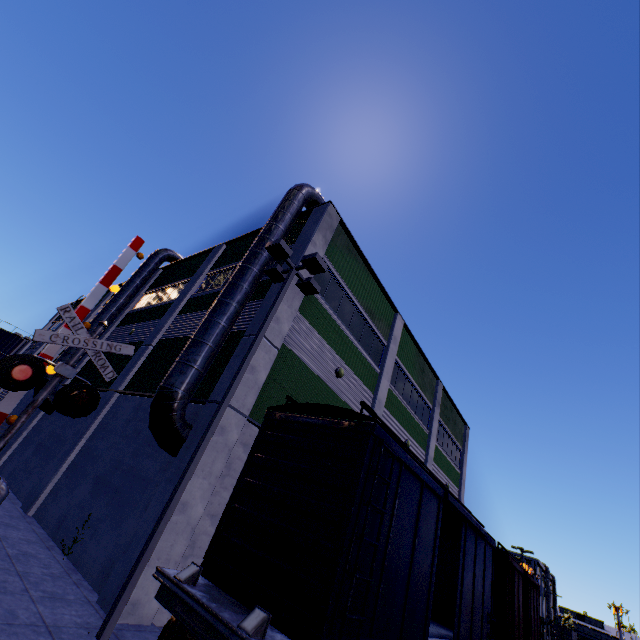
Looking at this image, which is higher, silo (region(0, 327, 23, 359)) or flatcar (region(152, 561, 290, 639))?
silo (region(0, 327, 23, 359))

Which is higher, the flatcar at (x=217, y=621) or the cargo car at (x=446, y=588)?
the cargo car at (x=446, y=588)

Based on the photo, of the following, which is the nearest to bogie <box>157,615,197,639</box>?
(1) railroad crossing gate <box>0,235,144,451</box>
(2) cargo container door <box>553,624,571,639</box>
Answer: (1) railroad crossing gate <box>0,235,144,451</box>

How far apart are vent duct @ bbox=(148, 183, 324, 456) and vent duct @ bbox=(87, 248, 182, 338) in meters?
12.3

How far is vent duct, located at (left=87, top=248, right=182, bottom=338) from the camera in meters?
19.9 m

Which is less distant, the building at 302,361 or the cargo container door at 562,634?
the building at 302,361

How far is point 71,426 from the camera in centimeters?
Answer: 1495cm

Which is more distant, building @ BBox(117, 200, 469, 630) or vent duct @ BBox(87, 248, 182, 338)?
vent duct @ BBox(87, 248, 182, 338)
